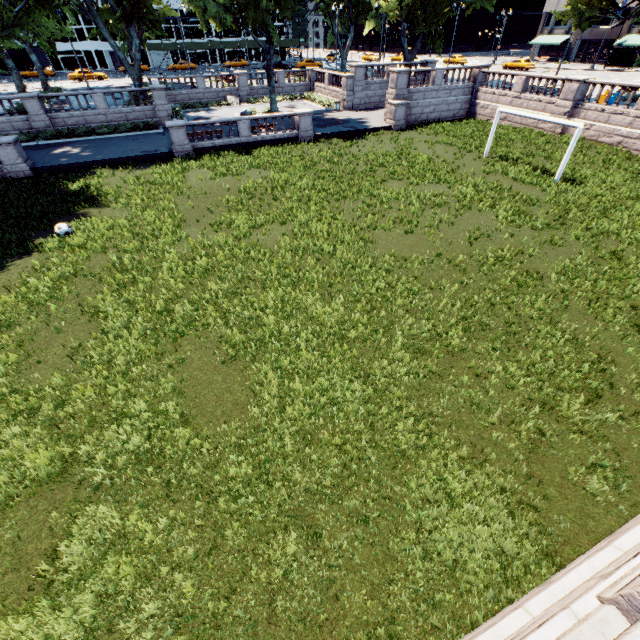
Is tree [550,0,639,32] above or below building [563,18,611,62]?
above

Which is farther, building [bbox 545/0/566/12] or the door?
building [bbox 545/0/566/12]

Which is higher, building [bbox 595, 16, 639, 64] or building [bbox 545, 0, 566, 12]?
building [bbox 545, 0, 566, 12]

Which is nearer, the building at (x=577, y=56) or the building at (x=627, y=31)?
the building at (x=627, y=31)

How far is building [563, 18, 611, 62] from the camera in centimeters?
5344cm

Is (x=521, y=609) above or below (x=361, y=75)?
below

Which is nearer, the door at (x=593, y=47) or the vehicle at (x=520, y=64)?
the vehicle at (x=520, y=64)
